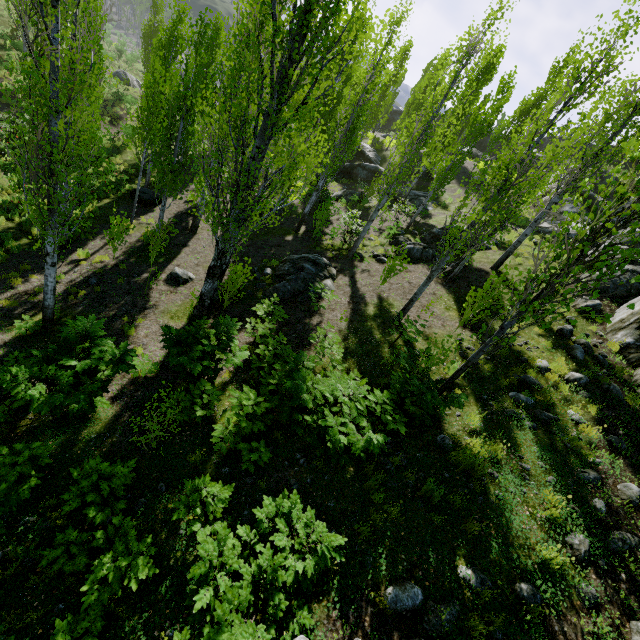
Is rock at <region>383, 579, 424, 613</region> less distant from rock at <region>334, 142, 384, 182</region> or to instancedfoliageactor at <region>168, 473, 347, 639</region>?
instancedfoliageactor at <region>168, 473, 347, 639</region>

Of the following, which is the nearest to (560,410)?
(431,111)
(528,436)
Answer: (528,436)

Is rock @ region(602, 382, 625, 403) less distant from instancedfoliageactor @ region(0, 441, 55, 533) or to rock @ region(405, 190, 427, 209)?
instancedfoliageactor @ region(0, 441, 55, 533)

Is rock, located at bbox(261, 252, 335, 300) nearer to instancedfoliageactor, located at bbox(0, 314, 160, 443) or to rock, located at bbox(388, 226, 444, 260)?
instancedfoliageactor, located at bbox(0, 314, 160, 443)

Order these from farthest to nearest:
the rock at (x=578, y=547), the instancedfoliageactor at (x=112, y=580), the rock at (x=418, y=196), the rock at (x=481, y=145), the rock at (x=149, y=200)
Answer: the rock at (x=481, y=145)
the rock at (x=418, y=196)
the rock at (x=149, y=200)
the rock at (x=578, y=547)
the instancedfoliageactor at (x=112, y=580)

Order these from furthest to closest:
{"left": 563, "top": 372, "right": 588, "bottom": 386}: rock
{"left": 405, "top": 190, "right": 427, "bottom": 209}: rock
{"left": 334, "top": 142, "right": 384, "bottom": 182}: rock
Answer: {"left": 334, "top": 142, "right": 384, "bottom": 182}: rock → {"left": 405, "top": 190, "right": 427, "bottom": 209}: rock → {"left": 563, "top": 372, "right": 588, "bottom": 386}: rock

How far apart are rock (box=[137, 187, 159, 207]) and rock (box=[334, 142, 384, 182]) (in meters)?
17.64

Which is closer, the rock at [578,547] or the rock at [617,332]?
the rock at [578,547]
